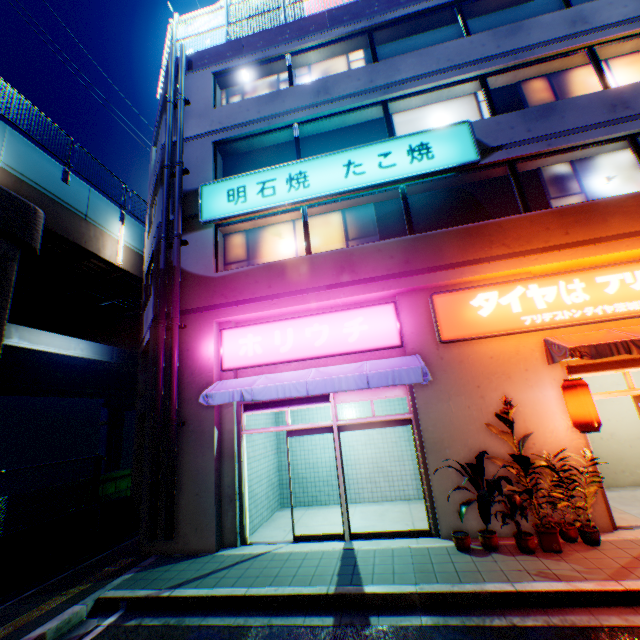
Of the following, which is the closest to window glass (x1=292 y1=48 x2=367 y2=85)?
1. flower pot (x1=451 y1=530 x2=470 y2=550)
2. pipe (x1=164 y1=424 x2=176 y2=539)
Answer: pipe (x1=164 y1=424 x2=176 y2=539)

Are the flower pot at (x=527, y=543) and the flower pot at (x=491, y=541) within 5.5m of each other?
yes

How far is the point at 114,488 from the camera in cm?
2388

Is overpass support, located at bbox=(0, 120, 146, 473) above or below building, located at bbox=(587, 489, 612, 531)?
above

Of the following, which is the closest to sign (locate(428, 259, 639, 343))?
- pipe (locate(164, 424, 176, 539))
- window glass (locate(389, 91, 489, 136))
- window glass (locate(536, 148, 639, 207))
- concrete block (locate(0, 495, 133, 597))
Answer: window glass (locate(536, 148, 639, 207))

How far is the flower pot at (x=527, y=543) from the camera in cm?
556

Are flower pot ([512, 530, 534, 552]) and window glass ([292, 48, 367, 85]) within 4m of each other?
no

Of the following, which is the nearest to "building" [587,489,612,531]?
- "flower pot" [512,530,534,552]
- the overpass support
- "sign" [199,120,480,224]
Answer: "sign" [199,120,480,224]
